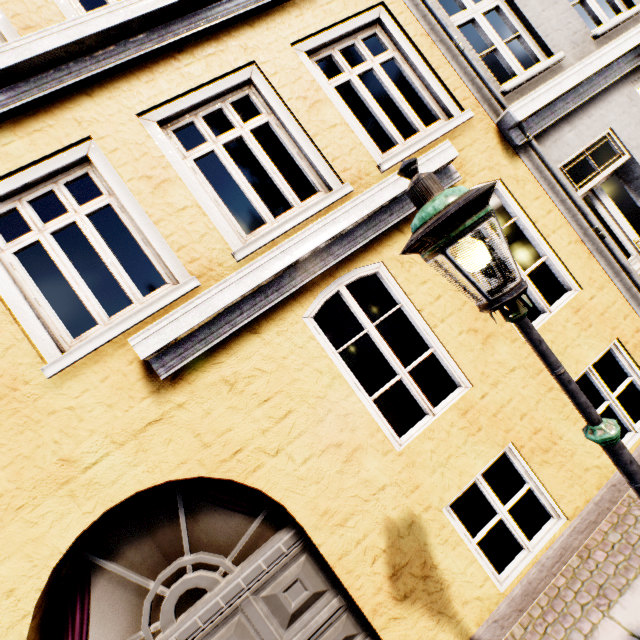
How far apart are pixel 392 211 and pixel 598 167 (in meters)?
3.82

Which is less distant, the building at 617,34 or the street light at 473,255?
the street light at 473,255

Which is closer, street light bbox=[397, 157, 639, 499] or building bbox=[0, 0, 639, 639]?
street light bbox=[397, 157, 639, 499]
